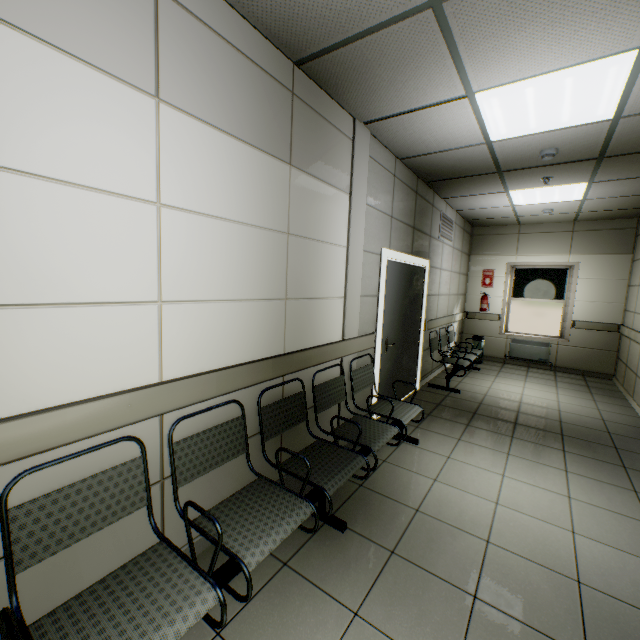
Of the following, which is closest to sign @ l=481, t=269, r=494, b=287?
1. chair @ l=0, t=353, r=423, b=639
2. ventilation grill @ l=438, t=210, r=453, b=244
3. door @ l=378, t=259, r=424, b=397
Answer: ventilation grill @ l=438, t=210, r=453, b=244

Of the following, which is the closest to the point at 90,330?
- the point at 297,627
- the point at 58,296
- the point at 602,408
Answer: the point at 58,296

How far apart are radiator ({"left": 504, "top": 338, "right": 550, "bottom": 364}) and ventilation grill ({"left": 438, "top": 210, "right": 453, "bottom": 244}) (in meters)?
3.10

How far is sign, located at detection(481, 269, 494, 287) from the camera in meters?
7.8 m

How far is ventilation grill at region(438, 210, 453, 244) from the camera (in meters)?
5.65

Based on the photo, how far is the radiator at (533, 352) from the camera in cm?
724

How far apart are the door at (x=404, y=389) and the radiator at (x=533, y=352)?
3.70m

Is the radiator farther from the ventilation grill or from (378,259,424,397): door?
(378,259,424,397): door
